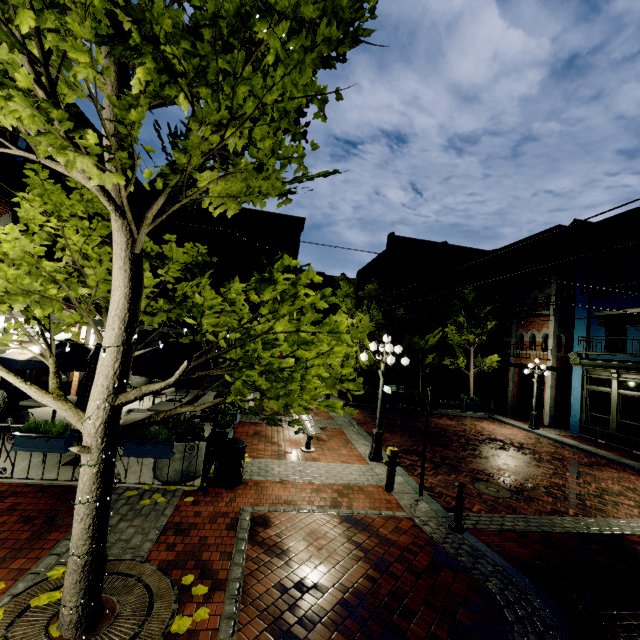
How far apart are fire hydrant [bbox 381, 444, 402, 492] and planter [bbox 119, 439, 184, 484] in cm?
404

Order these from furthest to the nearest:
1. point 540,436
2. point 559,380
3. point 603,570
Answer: point 559,380
point 540,436
point 603,570

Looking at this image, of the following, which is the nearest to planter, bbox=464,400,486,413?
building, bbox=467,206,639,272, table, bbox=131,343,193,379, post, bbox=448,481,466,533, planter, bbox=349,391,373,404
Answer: building, bbox=467,206,639,272

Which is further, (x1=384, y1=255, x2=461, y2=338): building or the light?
(x1=384, y1=255, x2=461, y2=338): building

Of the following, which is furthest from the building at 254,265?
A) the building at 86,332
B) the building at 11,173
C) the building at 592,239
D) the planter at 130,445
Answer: the planter at 130,445

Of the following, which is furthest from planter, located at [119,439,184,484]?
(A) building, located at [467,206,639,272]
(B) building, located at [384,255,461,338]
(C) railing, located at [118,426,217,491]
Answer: (B) building, located at [384,255,461,338]

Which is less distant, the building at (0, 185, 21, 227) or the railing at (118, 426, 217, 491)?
the railing at (118, 426, 217, 491)

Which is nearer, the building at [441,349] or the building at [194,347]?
the building at [194,347]
